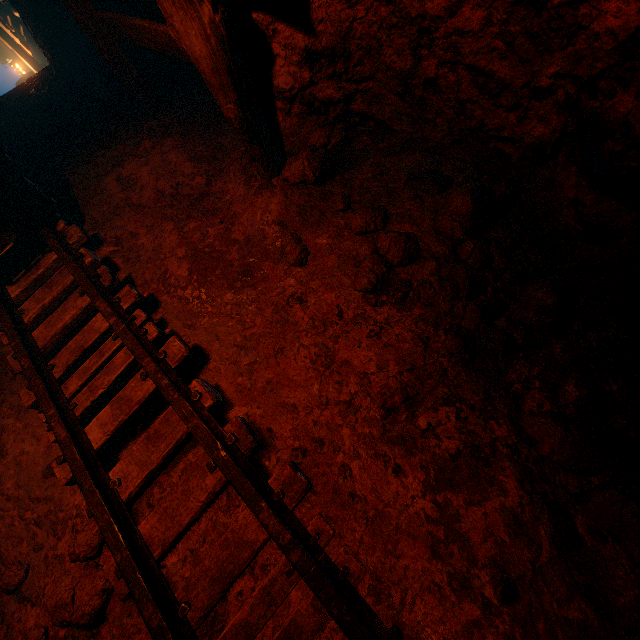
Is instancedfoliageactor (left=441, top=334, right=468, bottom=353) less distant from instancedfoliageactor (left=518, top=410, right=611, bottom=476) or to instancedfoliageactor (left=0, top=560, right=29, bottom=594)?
instancedfoliageactor (left=518, top=410, right=611, bottom=476)

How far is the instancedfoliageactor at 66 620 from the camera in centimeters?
171cm

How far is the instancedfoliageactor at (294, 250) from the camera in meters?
2.5 m

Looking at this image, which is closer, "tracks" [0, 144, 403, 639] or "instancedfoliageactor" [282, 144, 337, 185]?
"tracks" [0, 144, 403, 639]

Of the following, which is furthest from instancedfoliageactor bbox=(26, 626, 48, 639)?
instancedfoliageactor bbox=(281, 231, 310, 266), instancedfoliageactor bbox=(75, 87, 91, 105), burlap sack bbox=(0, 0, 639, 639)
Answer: instancedfoliageactor bbox=(75, 87, 91, 105)

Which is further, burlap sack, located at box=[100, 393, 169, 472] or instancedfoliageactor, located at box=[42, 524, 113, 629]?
burlap sack, located at box=[100, 393, 169, 472]

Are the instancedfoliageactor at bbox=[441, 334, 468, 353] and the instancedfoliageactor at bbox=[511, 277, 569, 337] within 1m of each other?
yes

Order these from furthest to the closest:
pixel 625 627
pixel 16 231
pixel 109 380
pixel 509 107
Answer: pixel 16 231
pixel 109 380
pixel 509 107
pixel 625 627
